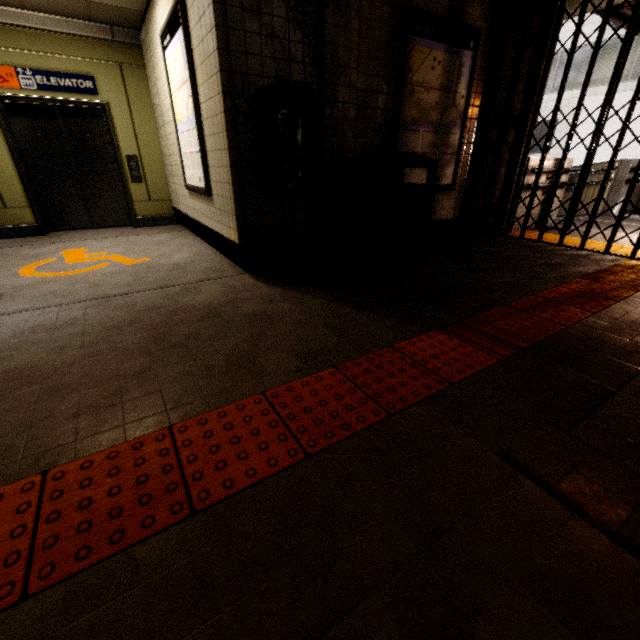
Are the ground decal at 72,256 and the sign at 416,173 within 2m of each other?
no

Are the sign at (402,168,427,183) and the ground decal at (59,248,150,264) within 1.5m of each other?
no

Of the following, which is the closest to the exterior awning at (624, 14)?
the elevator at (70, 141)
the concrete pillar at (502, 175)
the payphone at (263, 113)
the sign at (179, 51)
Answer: the concrete pillar at (502, 175)

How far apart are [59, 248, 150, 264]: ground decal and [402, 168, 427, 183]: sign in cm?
317

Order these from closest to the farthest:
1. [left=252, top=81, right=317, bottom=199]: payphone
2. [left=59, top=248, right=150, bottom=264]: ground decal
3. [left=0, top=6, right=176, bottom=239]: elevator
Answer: [left=252, top=81, right=317, bottom=199]: payphone → [left=59, top=248, right=150, bottom=264]: ground decal → [left=0, top=6, right=176, bottom=239]: elevator

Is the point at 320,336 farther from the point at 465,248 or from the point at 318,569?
the point at 465,248

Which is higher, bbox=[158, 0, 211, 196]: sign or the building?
bbox=[158, 0, 211, 196]: sign

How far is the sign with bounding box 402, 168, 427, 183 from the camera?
4.1 meters
